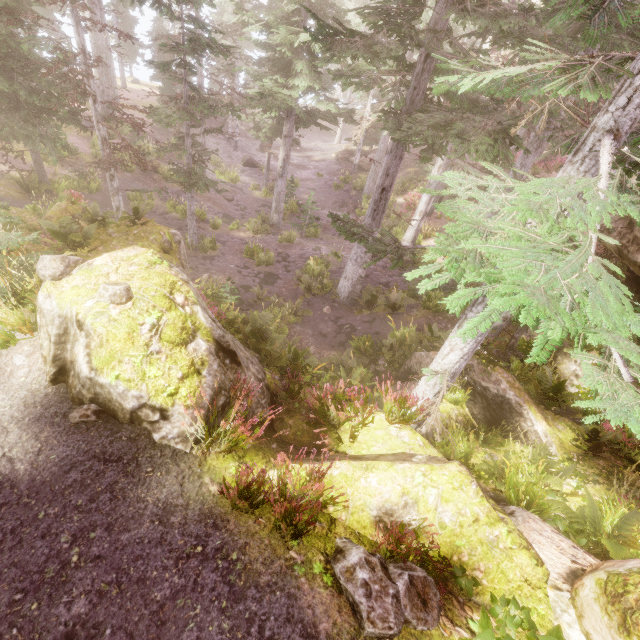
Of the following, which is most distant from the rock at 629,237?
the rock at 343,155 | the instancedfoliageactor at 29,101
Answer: the rock at 343,155

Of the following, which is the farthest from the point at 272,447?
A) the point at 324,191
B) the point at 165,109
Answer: the point at 324,191

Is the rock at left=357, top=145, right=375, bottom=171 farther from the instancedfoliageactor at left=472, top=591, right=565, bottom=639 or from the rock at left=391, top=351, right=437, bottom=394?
the rock at left=391, top=351, right=437, bottom=394

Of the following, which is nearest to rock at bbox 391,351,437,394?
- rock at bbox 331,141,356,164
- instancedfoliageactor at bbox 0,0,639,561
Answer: instancedfoliageactor at bbox 0,0,639,561

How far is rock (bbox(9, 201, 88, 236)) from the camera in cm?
1008

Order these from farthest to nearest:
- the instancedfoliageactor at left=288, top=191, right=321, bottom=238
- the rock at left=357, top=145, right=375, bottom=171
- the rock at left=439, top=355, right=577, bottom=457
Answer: the rock at left=357, top=145, right=375, bottom=171, the instancedfoliageactor at left=288, top=191, right=321, bottom=238, the rock at left=439, top=355, right=577, bottom=457
